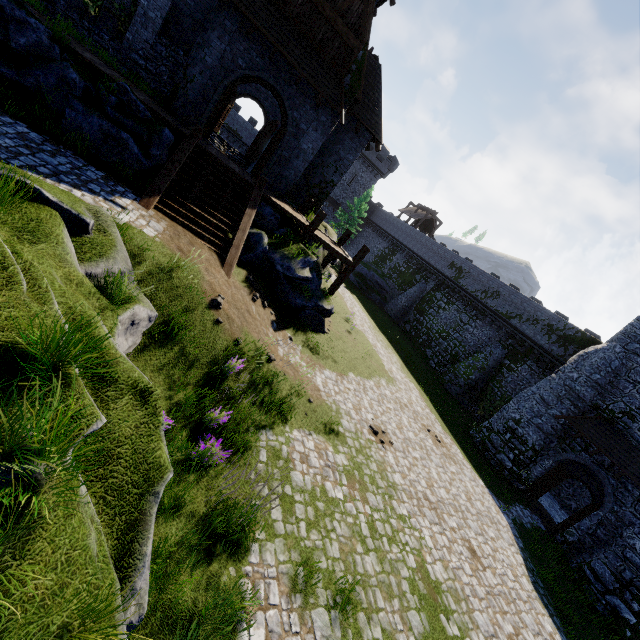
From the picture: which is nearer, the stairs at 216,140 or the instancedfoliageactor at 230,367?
the instancedfoliageactor at 230,367

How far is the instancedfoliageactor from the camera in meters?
8.6

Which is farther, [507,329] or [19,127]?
[507,329]

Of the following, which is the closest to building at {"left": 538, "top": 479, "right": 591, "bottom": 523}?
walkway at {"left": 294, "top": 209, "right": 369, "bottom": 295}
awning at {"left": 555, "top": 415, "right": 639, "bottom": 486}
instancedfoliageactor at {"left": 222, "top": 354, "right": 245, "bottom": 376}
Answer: awning at {"left": 555, "top": 415, "right": 639, "bottom": 486}

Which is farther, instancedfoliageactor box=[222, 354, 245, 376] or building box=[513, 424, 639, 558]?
building box=[513, 424, 639, 558]

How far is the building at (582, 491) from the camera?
21.7m

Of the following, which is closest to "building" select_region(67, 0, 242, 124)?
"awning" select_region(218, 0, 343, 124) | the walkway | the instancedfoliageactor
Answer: "awning" select_region(218, 0, 343, 124)

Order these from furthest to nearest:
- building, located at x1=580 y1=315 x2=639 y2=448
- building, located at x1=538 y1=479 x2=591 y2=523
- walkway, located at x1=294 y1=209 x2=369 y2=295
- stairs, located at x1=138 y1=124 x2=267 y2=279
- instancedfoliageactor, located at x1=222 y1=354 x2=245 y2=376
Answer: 1. building, located at x1=538 y1=479 x2=591 y2=523
2. building, located at x1=580 y1=315 x2=639 y2=448
3. walkway, located at x1=294 y1=209 x2=369 y2=295
4. stairs, located at x1=138 y1=124 x2=267 y2=279
5. instancedfoliageactor, located at x1=222 y1=354 x2=245 y2=376
